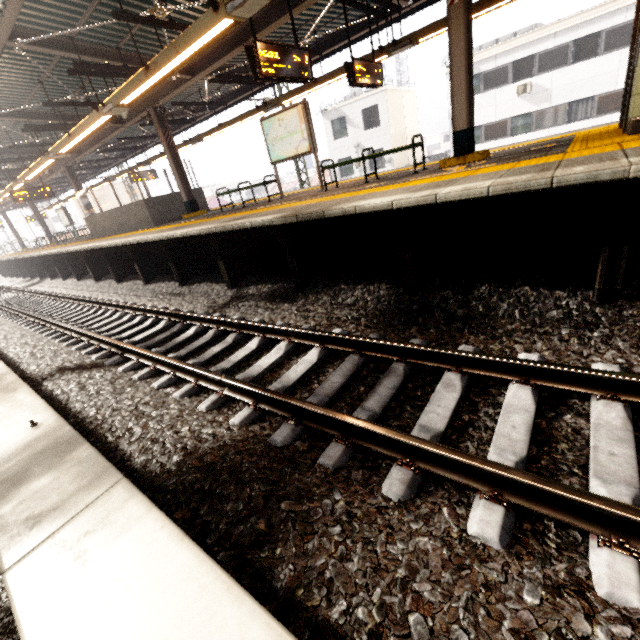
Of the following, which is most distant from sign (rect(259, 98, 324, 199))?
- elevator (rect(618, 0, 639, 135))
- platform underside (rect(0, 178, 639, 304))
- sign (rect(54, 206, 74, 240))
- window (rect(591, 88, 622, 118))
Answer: window (rect(591, 88, 622, 118))

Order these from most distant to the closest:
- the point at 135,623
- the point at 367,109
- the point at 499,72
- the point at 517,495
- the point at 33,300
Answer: the point at 367,109
the point at 499,72
the point at 33,300
the point at 517,495
the point at 135,623

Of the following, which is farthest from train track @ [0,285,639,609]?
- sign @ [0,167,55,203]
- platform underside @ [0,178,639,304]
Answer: sign @ [0,167,55,203]

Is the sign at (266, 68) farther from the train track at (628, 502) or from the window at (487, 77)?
the window at (487, 77)

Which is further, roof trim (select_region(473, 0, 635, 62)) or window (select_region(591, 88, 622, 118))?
window (select_region(591, 88, 622, 118))

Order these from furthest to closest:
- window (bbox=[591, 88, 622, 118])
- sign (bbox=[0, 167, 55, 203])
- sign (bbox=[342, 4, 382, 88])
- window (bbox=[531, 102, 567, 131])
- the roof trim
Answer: window (bbox=[531, 102, 567, 131])
window (bbox=[591, 88, 622, 118])
the roof trim
sign (bbox=[0, 167, 55, 203])
sign (bbox=[342, 4, 382, 88])

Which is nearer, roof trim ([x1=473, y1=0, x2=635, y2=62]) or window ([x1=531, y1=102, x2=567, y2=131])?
roof trim ([x1=473, y1=0, x2=635, y2=62])

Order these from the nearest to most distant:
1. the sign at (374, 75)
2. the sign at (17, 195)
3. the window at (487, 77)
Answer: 1. the sign at (374, 75)
2. the sign at (17, 195)
3. the window at (487, 77)
